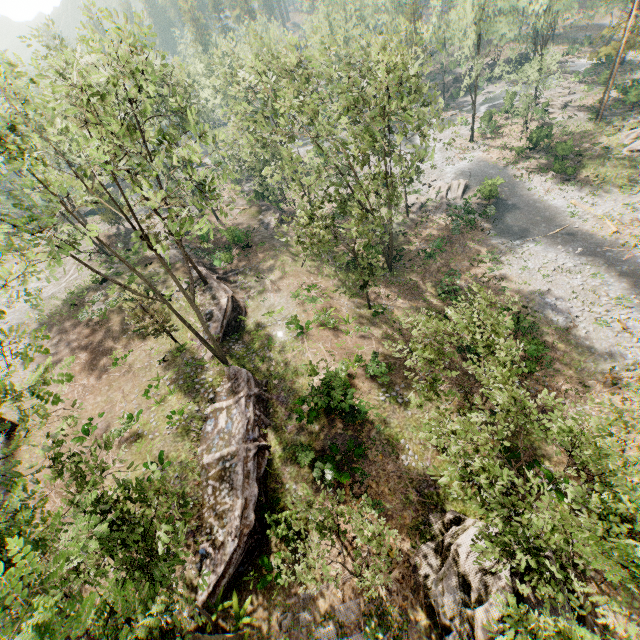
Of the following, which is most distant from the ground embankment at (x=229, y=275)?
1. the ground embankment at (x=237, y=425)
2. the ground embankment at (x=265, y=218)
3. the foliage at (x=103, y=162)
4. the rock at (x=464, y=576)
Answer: the rock at (x=464, y=576)

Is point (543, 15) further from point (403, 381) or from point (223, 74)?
point (403, 381)

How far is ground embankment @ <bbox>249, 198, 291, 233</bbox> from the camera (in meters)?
39.47

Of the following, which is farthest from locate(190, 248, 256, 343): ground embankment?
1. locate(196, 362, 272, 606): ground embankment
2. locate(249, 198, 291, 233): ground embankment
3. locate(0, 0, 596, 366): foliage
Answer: locate(249, 198, 291, 233): ground embankment

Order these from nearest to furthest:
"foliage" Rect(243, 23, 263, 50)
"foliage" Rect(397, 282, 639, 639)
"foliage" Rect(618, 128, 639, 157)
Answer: "foliage" Rect(397, 282, 639, 639)
"foliage" Rect(243, 23, 263, 50)
"foliage" Rect(618, 128, 639, 157)

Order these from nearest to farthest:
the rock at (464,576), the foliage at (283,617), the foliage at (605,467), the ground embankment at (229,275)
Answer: the foliage at (605,467) < the foliage at (283,617) < the rock at (464,576) < the ground embankment at (229,275)

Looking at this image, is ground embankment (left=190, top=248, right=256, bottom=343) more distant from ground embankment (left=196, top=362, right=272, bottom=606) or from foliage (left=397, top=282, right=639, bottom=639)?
ground embankment (left=196, top=362, right=272, bottom=606)

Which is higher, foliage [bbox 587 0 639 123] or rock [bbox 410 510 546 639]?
foliage [bbox 587 0 639 123]
